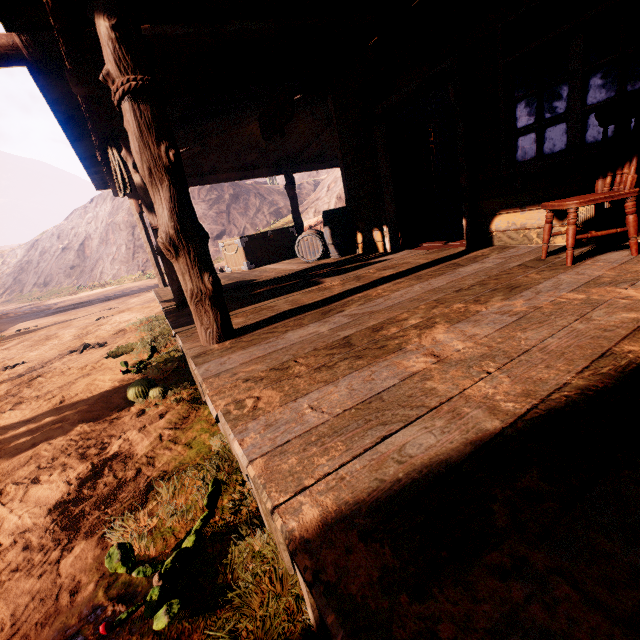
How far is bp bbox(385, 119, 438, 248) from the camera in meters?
5.6 m

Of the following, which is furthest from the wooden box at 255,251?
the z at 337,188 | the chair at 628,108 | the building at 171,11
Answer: the chair at 628,108

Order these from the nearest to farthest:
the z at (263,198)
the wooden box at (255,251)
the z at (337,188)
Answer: the wooden box at (255,251) → the z at (337,188) → the z at (263,198)

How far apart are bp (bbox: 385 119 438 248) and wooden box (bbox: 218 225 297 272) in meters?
3.9 m

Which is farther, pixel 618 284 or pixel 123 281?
pixel 123 281

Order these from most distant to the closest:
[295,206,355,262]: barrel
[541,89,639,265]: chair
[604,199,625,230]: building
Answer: [295,206,355,262]: barrel → [604,199,625,230]: building → [541,89,639,265]: chair

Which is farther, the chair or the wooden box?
the wooden box

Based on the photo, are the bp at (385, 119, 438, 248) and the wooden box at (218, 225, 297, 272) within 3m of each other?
no
